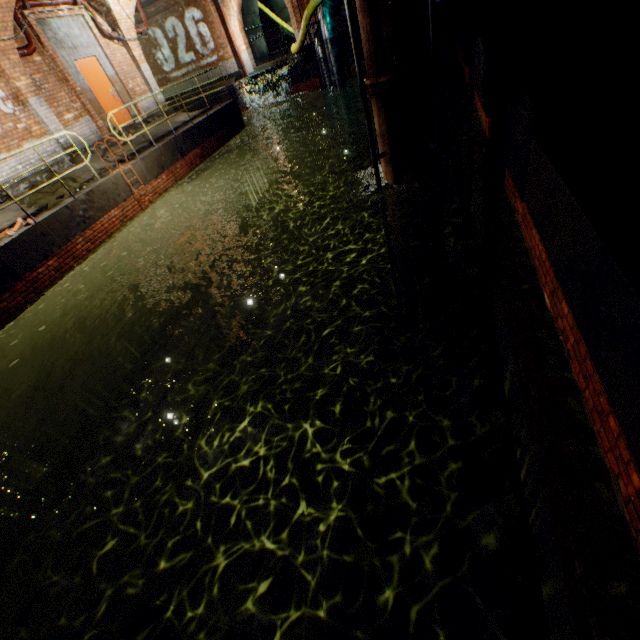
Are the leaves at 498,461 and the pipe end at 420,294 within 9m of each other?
yes

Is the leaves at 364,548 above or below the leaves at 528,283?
below

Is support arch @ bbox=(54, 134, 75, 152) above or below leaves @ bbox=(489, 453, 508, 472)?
above

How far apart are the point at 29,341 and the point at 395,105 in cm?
→ 902

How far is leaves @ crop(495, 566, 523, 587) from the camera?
1.9 meters

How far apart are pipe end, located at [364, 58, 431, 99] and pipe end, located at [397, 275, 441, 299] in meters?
4.0

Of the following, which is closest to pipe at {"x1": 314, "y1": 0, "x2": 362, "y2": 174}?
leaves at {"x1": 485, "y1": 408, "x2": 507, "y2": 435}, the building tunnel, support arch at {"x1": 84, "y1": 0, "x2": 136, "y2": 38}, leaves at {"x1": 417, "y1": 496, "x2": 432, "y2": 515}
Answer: the building tunnel

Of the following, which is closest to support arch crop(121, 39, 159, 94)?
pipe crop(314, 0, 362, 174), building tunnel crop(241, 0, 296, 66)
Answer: pipe crop(314, 0, 362, 174)
